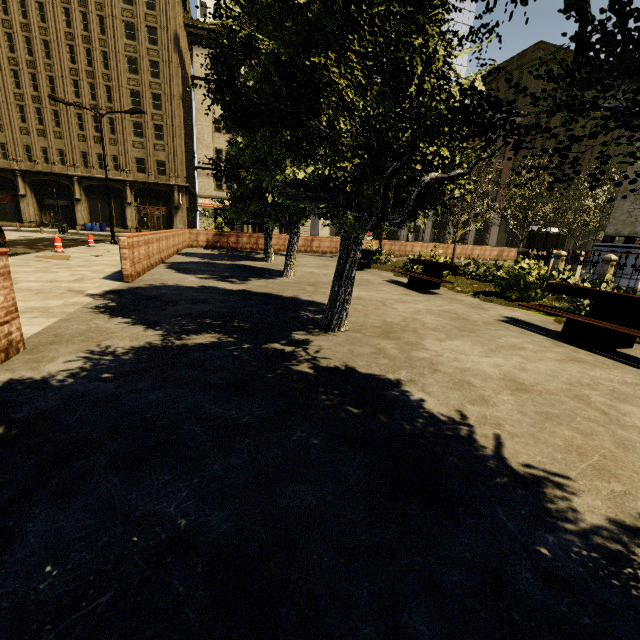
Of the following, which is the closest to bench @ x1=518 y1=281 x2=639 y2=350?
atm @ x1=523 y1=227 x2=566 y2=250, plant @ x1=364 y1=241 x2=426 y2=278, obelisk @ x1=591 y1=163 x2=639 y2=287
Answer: plant @ x1=364 y1=241 x2=426 y2=278

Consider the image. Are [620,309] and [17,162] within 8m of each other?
no

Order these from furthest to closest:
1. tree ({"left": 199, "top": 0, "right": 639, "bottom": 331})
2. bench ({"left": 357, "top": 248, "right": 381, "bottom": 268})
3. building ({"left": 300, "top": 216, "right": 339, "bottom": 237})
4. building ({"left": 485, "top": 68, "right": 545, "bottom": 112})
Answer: building ({"left": 485, "top": 68, "right": 545, "bottom": 112}) → building ({"left": 300, "top": 216, "right": 339, "bottom": 237}) → bench ({"left": 357, "top": 248, "right": 381, "bottom": 268}) → tree ({"left": 199, "top": 0, "right": 639, "bottom": 331})

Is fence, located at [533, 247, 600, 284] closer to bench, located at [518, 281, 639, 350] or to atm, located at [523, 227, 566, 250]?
bench, located at [518, 281, 639, 350]

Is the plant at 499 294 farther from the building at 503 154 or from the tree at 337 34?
the building at 503 154

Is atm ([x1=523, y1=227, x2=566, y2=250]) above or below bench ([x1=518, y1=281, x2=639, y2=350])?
above

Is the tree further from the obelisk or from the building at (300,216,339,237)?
the obelisk

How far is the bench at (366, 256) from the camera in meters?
14.7 m
